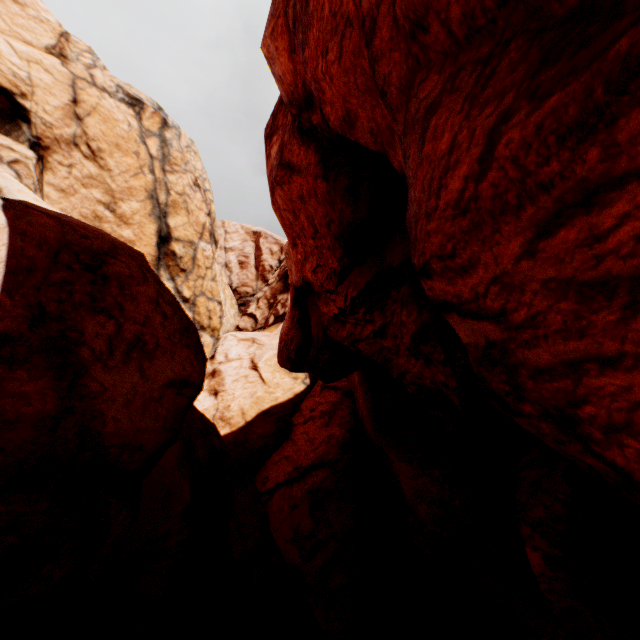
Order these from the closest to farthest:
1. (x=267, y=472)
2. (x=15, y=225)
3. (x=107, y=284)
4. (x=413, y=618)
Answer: (x=15, y=225), (x=107, y=284), (x=413, y=618), (x=267, y=472)
